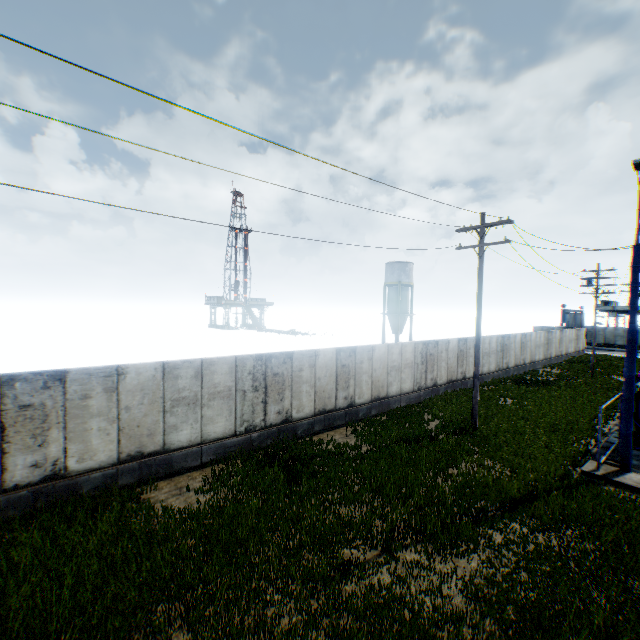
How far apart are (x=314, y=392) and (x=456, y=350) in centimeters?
1214cm

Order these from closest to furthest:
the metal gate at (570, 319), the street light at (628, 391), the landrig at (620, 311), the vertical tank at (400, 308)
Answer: the street light at (628, 391), the vertical tank at (400, 308), the metal gate at (570, 319), the landrig at (620, 311)

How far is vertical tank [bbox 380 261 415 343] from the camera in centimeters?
4625cm

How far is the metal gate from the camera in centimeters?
4784cm

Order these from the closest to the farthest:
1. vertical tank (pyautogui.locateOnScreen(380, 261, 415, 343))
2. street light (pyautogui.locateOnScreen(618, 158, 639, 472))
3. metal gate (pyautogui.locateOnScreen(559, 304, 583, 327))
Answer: street light (pyautogui.locateOnScreen(618, 158, 639, 472)), vertical tank (pyautogui.locateOnScreen(380, 261, 415, 343)), metal gate (pyautogui.locateOnScreen(559, 304, 583, 327))

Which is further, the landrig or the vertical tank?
the landrig

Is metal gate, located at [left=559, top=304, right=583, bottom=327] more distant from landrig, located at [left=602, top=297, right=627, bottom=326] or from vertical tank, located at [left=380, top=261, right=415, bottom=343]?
vertical tank, located at [left=380, top=261, right=415, bottom=343]

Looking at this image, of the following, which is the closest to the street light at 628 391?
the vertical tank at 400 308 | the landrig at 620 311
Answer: the vertical tank at 400 308
